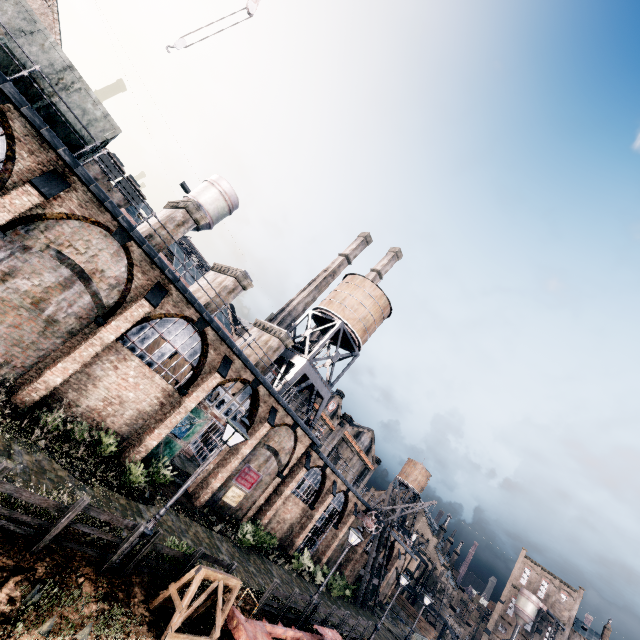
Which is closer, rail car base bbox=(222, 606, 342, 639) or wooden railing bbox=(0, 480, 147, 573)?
wooden railing bbox=(0, 480, 147, 573)

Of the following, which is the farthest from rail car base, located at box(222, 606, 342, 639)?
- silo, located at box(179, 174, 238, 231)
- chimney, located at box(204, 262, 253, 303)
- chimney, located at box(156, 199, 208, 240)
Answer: silo, located at box(179, 174, 238, 231)

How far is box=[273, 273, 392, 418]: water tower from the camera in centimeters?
3155cm

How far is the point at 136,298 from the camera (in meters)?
16.11

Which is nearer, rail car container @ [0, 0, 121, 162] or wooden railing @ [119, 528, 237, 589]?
wooden railing @ [119, 528, 237, 589]

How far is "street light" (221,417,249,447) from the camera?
11.1 meters

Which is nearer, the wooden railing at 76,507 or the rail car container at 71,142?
the wooden railing at 76,507

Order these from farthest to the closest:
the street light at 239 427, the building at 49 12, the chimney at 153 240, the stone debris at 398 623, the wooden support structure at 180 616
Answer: the stone debris at 398 623 < the building at 49 12 < the chimney at 153 240 < the street light at 239 427 < the wooden support structure at 180 616
